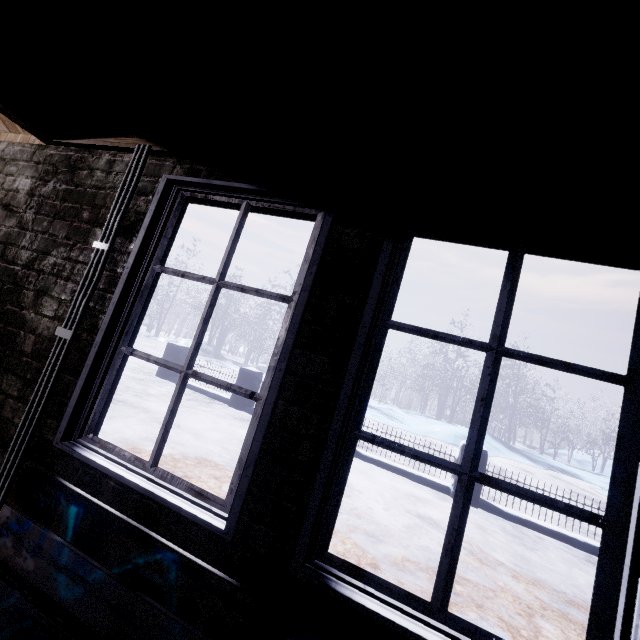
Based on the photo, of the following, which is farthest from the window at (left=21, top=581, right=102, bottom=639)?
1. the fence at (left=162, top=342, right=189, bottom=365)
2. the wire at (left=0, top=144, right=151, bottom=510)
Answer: the fence at (left=162, top=342, right=189, bottom=365)

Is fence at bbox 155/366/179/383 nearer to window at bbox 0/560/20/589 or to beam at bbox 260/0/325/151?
window at bbox 0/560/20/589

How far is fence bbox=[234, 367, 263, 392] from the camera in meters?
7.2

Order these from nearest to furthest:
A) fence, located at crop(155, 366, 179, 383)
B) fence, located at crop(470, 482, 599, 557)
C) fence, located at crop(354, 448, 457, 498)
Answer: fence, located at crop(470, 482, 599, 557), fence, located at crop(354, 448, 457, 498), fence, located at crop(155, 366, 179, 383)

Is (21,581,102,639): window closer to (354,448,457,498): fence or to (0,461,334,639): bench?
(0,461,334,639): bench

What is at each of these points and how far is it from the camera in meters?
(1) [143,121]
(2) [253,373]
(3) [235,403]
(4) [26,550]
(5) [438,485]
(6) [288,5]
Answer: (1) beam, 1.5
(2) fence, 7.2
(3) fence, 7.2
(4) bench, 1.1
(5) fence, 5.5
(6) beam, 0.9

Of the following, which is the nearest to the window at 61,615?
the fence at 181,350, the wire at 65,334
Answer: the wire at 65,334

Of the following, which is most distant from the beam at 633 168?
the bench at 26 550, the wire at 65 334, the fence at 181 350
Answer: the fence at 181 350
